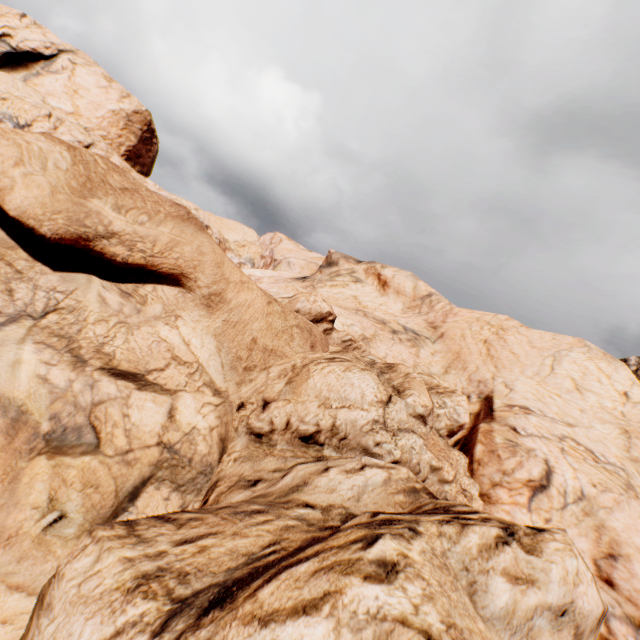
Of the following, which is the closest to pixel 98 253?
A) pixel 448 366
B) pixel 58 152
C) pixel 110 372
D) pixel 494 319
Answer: pixel 58 152
